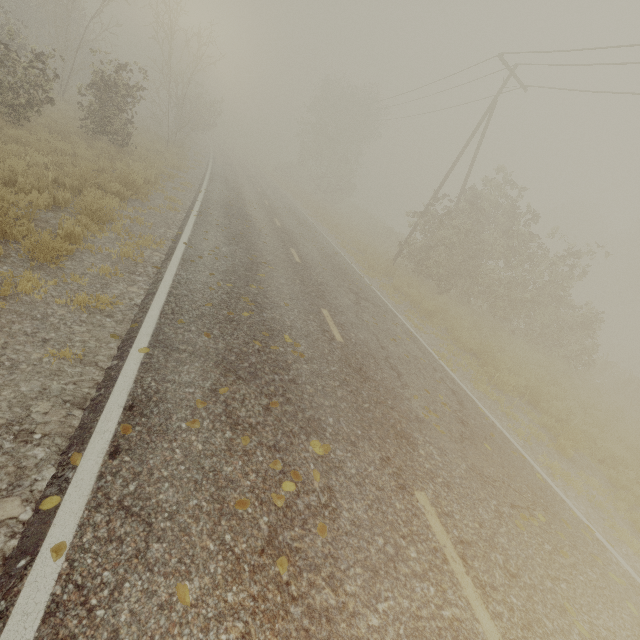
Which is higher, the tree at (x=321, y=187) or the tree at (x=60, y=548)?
the tree at (x=321, y=187)

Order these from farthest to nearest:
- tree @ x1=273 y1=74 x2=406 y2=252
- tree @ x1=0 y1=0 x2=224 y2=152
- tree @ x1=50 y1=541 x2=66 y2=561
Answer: tree @ x1=273 y1=74 x2=406 y2=252
tree @ x1=0 y1=0 x2=224 y2=152
tree @ x1=50 y1=541 x2=66 y2=561

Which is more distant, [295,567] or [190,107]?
[190,107]

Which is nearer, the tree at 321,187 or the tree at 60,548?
the tree at 60,548

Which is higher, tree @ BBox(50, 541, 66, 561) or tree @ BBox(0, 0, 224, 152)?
tree @ BBox(0, 0, 224, 152)

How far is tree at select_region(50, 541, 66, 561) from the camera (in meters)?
2.20

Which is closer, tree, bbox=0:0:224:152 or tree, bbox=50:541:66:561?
tree, bbox=50:541:66:561
